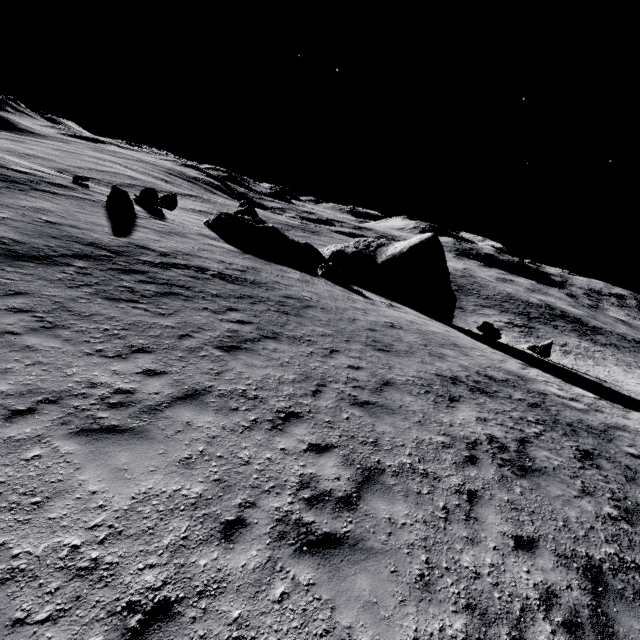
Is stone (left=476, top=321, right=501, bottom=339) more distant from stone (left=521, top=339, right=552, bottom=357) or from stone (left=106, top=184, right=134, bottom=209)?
stone (left=106, top=184, right=134, bottom=209)

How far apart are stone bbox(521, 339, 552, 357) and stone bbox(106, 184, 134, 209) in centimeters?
3033cm

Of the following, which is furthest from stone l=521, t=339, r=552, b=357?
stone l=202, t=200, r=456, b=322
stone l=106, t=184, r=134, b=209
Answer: stone l=106, t=184, r=134, b=209

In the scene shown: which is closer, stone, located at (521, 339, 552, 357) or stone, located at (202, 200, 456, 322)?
stone, located at (521, 339, 552, 357)

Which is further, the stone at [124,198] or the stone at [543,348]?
the stone at [543,348]

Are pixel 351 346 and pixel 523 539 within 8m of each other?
yes

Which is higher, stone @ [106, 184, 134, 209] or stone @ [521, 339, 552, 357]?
stone @ [106, 184, 134, 209]

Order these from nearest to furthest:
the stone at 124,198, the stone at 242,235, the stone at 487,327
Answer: the stone at 124,198, the stone at 487,327, the stone at 242,235
